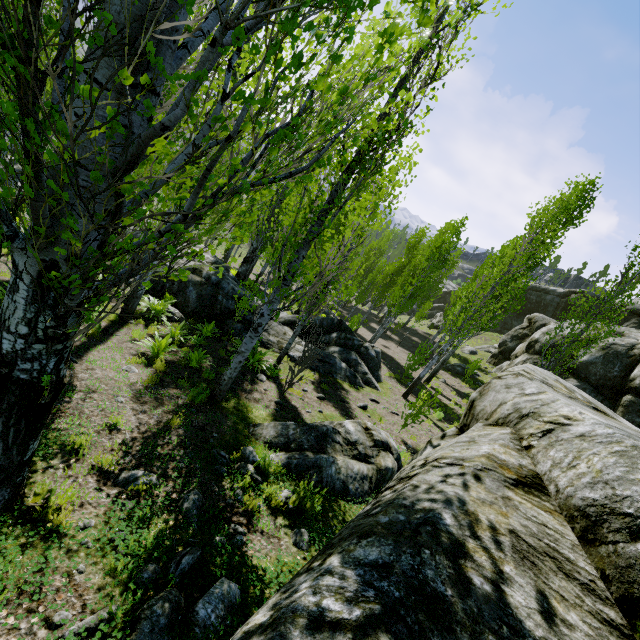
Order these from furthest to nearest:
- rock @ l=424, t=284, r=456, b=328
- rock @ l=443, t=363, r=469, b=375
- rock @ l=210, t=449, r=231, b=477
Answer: rock @ l=424, t=284, r=456, b=328 → rock @ l=443, t=363, r=469, b=375 → rock @ l=210, t=449, r=231, b=477

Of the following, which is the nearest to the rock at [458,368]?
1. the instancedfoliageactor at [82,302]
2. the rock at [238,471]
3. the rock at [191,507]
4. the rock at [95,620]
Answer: the instancedfoliageactor at [82,302]

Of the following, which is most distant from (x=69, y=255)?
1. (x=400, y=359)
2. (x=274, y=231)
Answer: (x=274, y=231)

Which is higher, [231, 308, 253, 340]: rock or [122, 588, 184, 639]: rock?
[122, 588, 184, 639]: rock

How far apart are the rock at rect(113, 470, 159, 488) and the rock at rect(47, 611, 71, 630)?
1.5 meters

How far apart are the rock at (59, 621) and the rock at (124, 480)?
1.5m

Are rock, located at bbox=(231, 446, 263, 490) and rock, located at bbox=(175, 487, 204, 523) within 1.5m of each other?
yes

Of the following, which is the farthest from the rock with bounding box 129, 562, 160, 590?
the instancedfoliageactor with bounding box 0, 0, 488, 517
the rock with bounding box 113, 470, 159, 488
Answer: the rock with bounding box 113, 470, 159, 488
